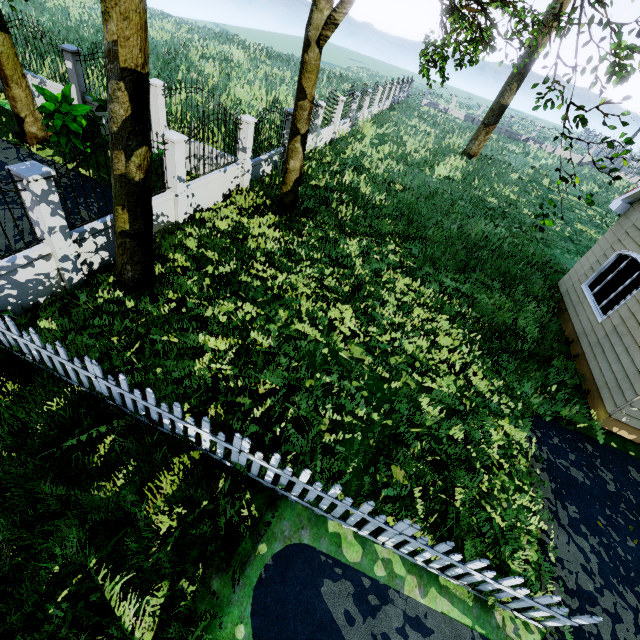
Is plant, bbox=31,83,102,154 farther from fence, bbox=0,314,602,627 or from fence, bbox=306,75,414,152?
fence, bbox=0,314,602,627

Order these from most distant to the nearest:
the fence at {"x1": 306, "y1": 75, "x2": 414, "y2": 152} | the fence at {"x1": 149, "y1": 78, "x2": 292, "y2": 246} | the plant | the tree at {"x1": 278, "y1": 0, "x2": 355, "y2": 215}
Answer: the fence at {"x1": 306, "y1": 75, "x2": 414, "y2": 152} < the plant < the fence at {"x1": 149, "y1": 78, "x2": 292, "y2": 246} < the tree at {"x1": 278, "y1": 0, "x2": 355, "y2": 215}

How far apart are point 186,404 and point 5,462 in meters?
2.3 m

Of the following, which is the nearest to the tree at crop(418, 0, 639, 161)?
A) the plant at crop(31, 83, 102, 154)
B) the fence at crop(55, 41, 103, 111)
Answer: the fence at crop(55, 41, 103, 111)

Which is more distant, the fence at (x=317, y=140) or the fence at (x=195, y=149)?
the fence at (x=317, y=140)

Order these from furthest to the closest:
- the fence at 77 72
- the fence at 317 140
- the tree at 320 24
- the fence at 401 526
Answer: the fence at 317 140
the fence at 77 72
the tree at 320 24
the fence at 401 526

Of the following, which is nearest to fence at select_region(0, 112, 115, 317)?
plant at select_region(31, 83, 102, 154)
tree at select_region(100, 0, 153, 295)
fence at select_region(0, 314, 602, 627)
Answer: tree at select_region(100, 0, 153, 295)

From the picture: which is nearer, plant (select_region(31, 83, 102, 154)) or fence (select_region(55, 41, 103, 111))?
plant (select_region(31, 83, 102, 154))
